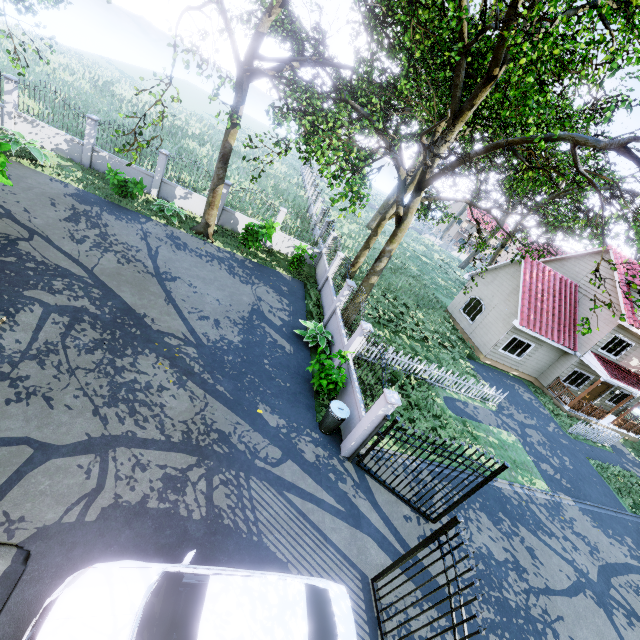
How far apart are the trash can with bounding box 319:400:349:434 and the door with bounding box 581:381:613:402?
21.7m

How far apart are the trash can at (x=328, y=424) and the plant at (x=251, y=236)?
9.5 meters

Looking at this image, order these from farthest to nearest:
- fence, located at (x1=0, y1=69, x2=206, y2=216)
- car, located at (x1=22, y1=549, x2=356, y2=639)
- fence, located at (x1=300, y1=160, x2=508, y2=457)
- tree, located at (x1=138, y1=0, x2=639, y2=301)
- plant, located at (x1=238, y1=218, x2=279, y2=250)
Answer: plant, located at (x1=238, y1=218, x2=279, y2=250) < fence, located at (x1=0, y1=69, x2=206, y2=216) < fence, located at (x1=300, y1=160, x2=508, y2=457) < tree, located at (x1=138, y1=0, x2=639, y2=301) < car, located at (x1=22, y1=549, x2=356, y2=639)

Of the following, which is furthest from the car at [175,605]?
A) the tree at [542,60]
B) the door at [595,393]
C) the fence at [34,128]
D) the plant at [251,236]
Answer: the door at [595,393]

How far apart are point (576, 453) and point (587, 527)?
5.6m

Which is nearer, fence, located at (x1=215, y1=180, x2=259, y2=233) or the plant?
the plant

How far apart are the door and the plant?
23.5 meters

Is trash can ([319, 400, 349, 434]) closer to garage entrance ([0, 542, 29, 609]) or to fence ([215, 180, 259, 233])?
fence ([215, 180, 259, 233])
